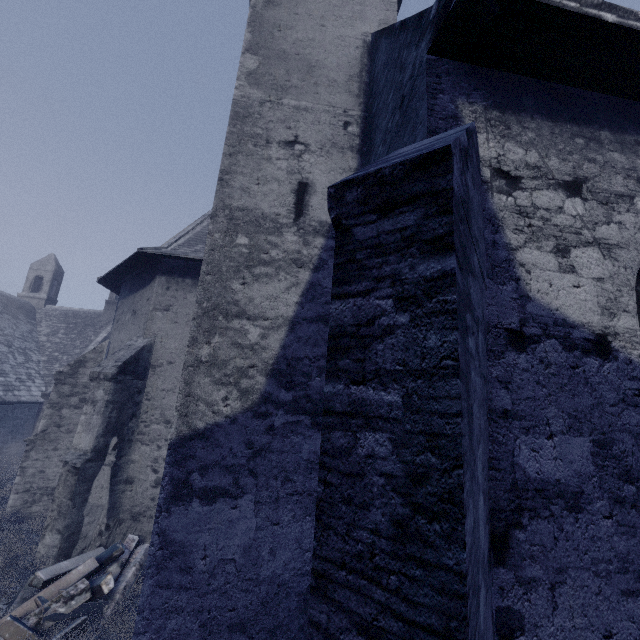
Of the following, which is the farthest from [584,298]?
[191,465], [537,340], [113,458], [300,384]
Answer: [113,458]

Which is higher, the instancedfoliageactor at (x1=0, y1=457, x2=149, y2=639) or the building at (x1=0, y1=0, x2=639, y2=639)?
the building at (x1=0, y1=0, x2=639, y2=639)

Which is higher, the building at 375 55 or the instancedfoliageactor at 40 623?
the building at 375 55

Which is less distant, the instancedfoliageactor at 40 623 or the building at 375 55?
the building at 375 55

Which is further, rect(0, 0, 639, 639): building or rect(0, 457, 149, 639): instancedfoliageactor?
rect(0, 457, 149, 639): instancedfoliageactor
